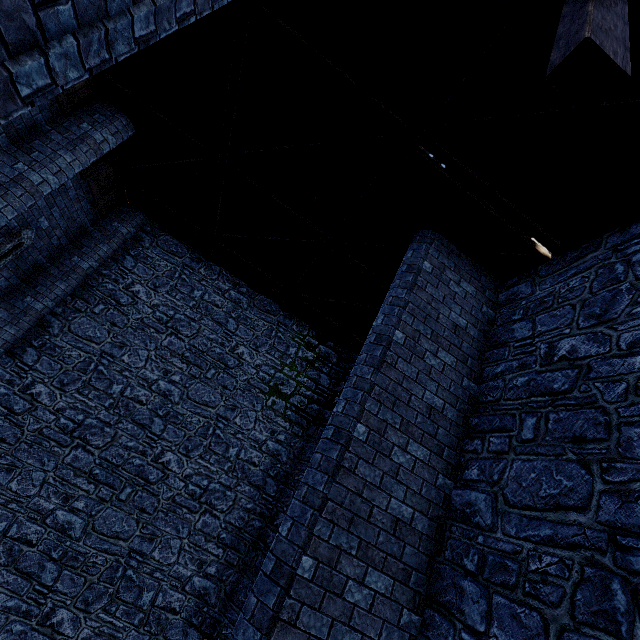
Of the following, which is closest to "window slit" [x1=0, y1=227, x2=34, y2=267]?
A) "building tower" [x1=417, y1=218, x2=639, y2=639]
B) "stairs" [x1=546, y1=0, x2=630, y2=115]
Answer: "building tower" [x1=417, y1=218, x2=639, y2=639]

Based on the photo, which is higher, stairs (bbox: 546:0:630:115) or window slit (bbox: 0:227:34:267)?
stairs (bbox: 546:0:630:115)

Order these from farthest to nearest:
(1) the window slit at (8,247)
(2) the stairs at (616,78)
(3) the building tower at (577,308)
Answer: (1) the window slit at (8,247) < (3) the building tower at (577,308) < (2) the stairs at (616,78)

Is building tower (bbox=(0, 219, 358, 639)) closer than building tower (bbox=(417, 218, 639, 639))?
No

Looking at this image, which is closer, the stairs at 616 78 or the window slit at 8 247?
the stairs at 616 78

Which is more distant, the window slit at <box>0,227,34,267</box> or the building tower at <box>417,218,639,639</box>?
the window slit at <box>0,227,34,267</box>

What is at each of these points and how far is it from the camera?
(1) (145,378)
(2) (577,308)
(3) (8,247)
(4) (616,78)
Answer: (1) building tower, 8.8m
(2) building tower, 4.2m
(3) window slit, 7.0m
(4) stairs, 1.8m

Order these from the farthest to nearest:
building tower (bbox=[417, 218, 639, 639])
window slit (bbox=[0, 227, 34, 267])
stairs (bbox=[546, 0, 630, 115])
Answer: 1. window slit (bbox=[0, 227, 34, 267])
2. building tower (bbox=[417, 218, 639, 639])
3. stairs (bbox=[546, 0, 630, 115])
